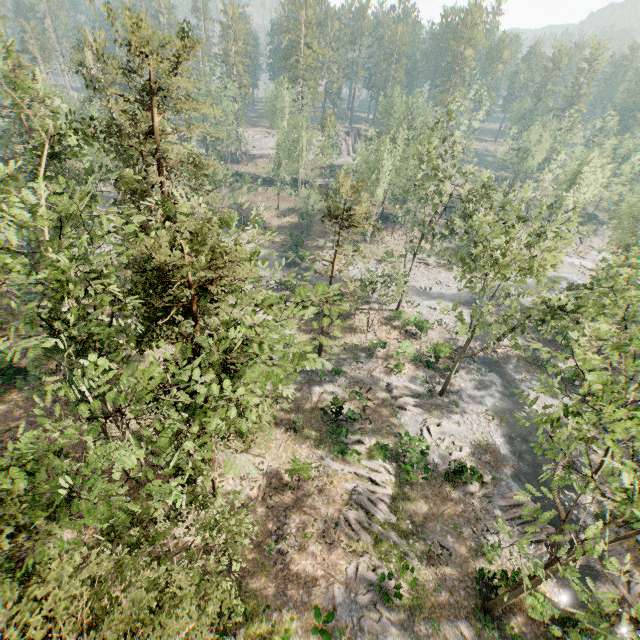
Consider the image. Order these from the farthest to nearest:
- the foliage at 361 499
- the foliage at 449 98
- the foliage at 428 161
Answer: the foliage at 449 98
the foliage at 361 499
the foliage at 428 161

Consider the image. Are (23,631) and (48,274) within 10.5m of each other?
yes

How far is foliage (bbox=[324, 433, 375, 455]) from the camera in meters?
26.6

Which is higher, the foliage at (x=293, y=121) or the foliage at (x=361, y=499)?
the foliage at (x=293, y=121)

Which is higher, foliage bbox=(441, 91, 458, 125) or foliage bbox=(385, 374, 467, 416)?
foliage bbox=(441, 91, 458, 125)

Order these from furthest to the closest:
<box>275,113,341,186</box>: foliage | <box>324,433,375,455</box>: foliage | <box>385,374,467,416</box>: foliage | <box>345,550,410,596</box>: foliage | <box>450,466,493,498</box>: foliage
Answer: <box>275,113,341,186</box>: foliage, <box>385,374,467,416</box>: foliage, <box>324,433,375,455</box>: foliage, <box>450,466,493,498</box>: foliage, <box>345,550,410,596</box>: foliage
